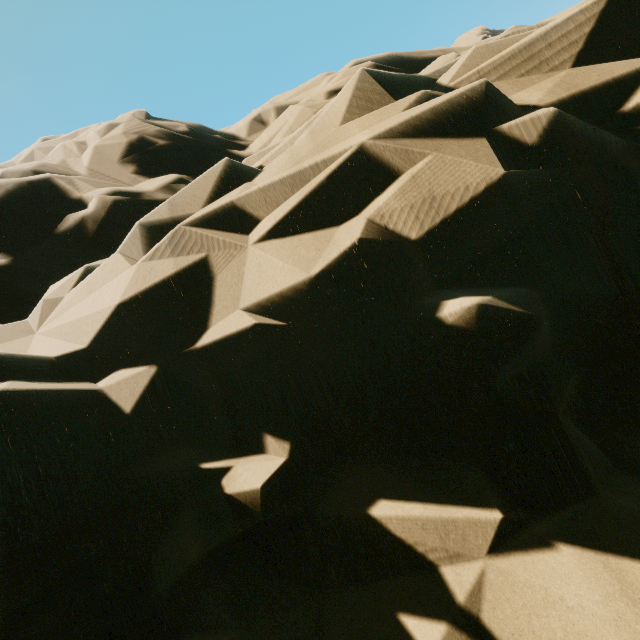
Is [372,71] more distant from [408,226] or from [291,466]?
[291,466]
